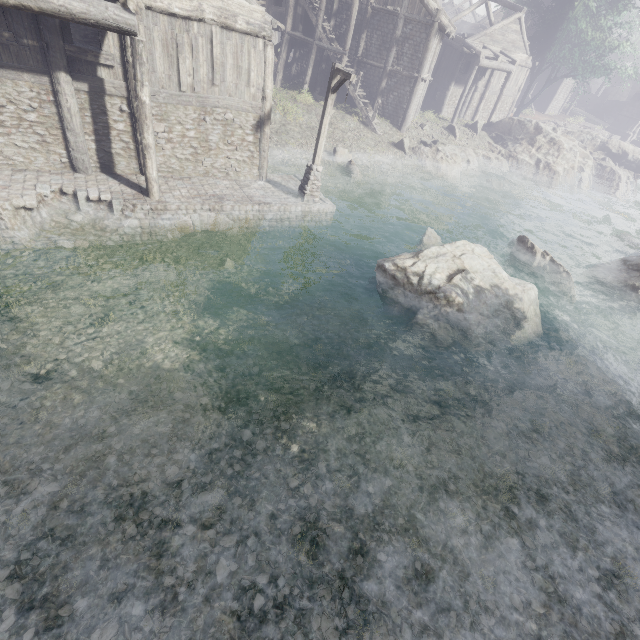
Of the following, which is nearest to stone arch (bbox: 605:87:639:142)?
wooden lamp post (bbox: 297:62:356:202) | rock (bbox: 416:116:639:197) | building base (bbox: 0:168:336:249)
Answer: rock (bbox: 416:116:639:197)

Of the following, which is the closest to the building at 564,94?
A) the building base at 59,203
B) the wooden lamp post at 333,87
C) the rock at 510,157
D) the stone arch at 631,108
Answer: → the building base at 59,203

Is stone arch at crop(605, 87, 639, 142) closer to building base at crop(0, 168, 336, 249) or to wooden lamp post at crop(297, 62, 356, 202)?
building base at crop(0, 168, 336, 249)

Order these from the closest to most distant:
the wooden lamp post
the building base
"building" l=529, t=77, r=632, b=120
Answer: the building base, the wooden lamp post, "building" l=529, t=77, r=632, b=120

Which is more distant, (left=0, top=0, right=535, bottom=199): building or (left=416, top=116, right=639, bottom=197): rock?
(left=416, top=116, right=639, bottom=197): rock

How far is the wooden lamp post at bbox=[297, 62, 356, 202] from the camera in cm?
1173

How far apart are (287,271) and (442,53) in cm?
3083

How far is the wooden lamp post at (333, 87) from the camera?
11.7 meters
